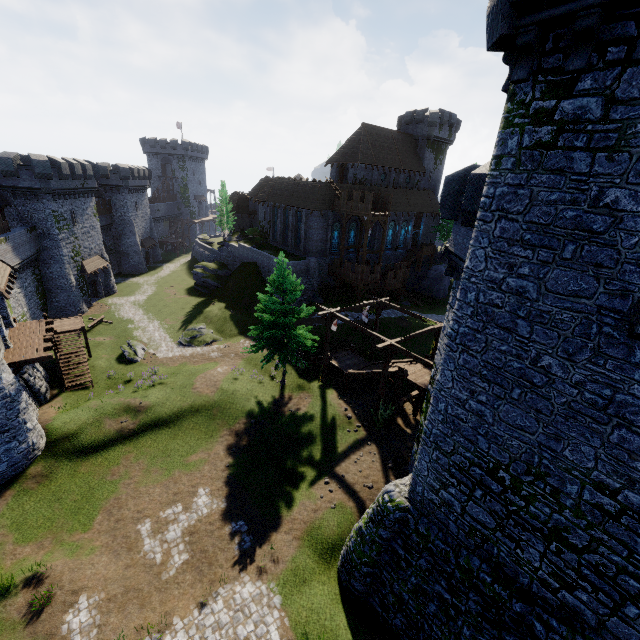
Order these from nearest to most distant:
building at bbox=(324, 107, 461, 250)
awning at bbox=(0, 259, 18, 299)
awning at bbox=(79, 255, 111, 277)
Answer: awning at bbox=(0, 259, 18, 299)
awning at bbox=(79, 255, 111, 277)
building at bbox=(324, 107, 461, 250)

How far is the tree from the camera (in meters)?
50.51

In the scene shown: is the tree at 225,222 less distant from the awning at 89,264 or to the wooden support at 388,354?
the awning at 89,264

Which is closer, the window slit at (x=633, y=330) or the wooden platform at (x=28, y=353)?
the window slit at (x=633, y=330)

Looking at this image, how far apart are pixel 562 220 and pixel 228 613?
17.26m

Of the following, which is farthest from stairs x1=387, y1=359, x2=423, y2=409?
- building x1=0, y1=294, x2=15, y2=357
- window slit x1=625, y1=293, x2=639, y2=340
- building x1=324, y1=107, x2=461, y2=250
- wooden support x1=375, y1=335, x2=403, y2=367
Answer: building x1=0, y1=294, x2=15, y2=357

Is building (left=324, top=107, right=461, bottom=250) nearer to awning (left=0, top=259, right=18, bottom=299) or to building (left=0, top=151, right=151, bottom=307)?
building (left=0, top=151, right=151, bottom=307)

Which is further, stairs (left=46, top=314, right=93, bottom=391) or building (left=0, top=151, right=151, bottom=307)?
building (left=0, top=151, right=151, bottom=307)
